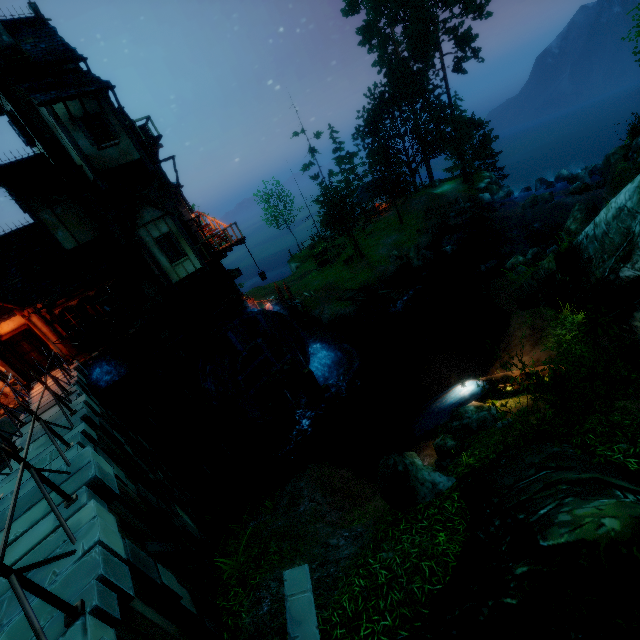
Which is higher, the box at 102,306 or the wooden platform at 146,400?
the box at 102,306

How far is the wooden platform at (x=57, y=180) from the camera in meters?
13.9

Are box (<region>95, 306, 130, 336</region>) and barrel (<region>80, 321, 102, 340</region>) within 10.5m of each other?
yes

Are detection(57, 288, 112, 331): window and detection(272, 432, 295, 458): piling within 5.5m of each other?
no

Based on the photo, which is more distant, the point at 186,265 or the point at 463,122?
the point at 463,122

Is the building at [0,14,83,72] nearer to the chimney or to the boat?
the chimney

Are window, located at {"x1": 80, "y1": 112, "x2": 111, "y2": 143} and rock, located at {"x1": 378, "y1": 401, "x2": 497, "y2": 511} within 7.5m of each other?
no

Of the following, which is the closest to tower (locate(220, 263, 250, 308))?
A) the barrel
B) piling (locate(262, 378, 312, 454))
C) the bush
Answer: the barrel
